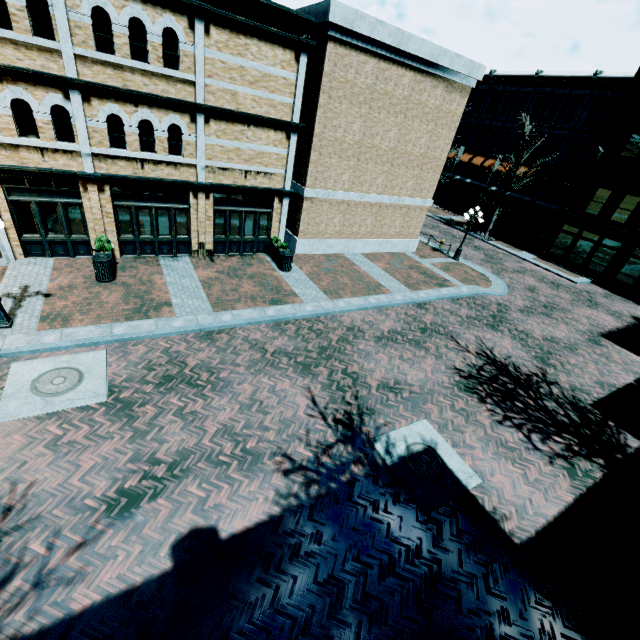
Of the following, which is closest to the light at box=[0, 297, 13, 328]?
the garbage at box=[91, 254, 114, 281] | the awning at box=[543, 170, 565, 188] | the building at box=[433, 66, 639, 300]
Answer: the garbage at box=[91, 254, 114, 281]

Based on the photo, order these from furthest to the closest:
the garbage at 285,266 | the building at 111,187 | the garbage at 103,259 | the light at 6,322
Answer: the garbage at 285,266 → the garbage at 103,259 → the building at 111,187 → the light at 6,322

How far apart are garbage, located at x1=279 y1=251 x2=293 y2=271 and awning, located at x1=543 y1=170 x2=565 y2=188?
27.4m

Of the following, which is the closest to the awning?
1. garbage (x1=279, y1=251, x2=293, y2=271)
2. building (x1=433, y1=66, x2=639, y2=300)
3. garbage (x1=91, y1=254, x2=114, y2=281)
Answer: building (x1=433, y1=66, x2=639, y2=300)

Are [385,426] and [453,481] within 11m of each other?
yes

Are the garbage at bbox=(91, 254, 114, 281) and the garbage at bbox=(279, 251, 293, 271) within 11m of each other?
yes

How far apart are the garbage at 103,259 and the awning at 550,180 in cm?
3474

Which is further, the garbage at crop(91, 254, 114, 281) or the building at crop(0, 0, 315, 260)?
the garbage at crop(91, 254, 114, 281)
